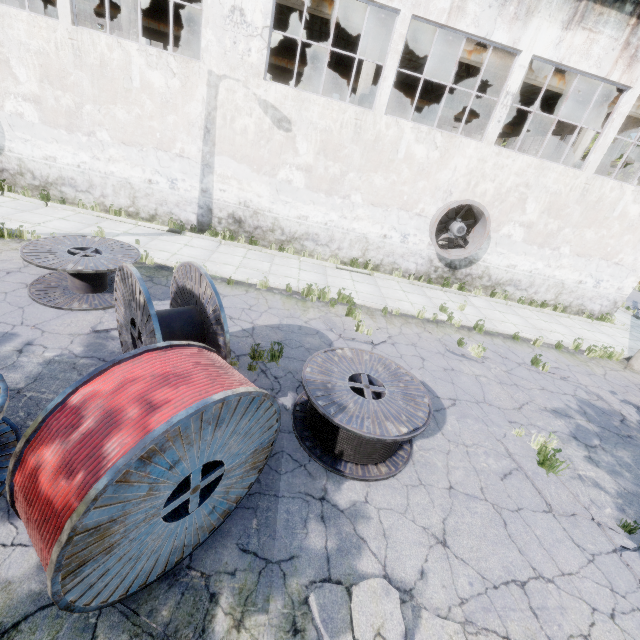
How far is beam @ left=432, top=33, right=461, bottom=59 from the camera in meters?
12.2 m

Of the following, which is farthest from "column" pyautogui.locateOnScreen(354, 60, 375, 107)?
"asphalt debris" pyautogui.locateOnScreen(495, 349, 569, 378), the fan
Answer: "asphalt debris" pyautogui.locateOnScreen(495, 349, 569, 378)

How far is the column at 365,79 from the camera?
12.52m

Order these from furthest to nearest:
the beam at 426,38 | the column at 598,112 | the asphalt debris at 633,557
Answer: the column at 598,112
the beam at 426,38
the asphalt debris at 633,557

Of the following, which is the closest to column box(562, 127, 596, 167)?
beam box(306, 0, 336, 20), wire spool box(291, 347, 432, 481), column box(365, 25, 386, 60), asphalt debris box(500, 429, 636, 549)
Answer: beam box(306, 0, 336, 20)

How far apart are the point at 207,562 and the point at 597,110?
19.86m

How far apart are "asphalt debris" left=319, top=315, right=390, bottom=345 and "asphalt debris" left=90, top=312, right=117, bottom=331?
4.4 meters

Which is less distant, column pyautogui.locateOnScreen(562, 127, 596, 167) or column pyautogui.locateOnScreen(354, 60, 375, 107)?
column pyautogui.locateOnScreen(354, 60, 375, 107)
